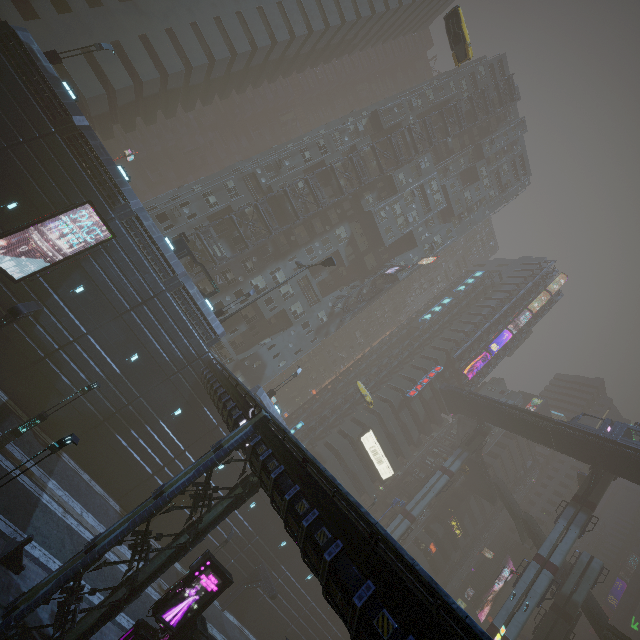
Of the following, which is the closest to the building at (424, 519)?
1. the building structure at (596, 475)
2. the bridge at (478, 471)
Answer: the bridge at (478, 471)

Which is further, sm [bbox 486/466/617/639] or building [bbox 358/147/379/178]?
building [bbox 358/147/379/178]

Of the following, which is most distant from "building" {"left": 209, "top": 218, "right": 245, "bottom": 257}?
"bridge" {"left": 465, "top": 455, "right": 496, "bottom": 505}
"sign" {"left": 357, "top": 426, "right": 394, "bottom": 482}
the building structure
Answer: the building structure

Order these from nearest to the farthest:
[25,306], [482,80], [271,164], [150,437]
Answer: [25,306] → [150,437] → [271,164] → [482,80]

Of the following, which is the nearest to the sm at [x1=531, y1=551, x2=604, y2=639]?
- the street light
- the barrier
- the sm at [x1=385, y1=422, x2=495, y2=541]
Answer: the sm at [x1=385, y1=422, x2=495, y2=541]

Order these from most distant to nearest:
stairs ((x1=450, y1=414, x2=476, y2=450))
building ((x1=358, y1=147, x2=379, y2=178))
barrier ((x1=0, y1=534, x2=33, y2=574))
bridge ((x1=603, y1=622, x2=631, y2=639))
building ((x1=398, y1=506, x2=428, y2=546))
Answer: building ((x1=398, y1=506, x2=428, y2=546)) → stairs ((x1=450, y1=414, x2=476, y2=450)) → building ((x1=358, y1=147, x2=379, y2=178)) → bridge ((x1=603, y1=622, x2=631, y2=639)) → barrier ((x1=0, y1=534, x2=33, y2=574))

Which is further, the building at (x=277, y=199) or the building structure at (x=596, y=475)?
the building at (x=277, y=199)

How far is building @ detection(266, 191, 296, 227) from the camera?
41.78m
